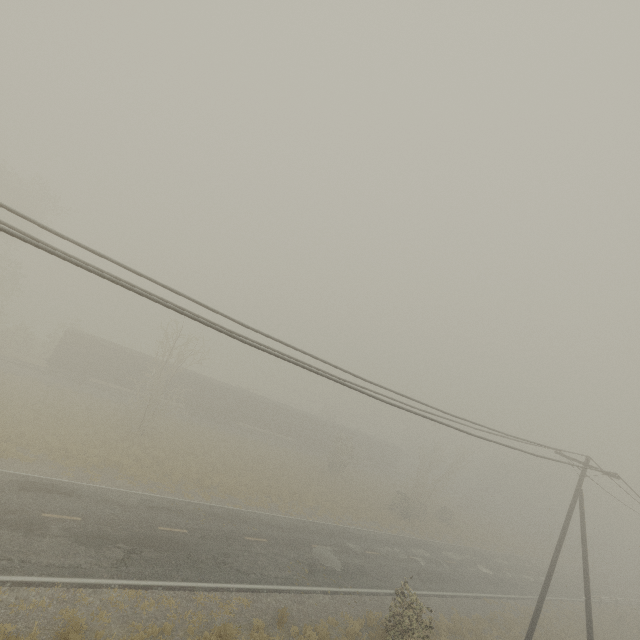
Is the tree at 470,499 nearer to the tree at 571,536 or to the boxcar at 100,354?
the boxcar at 100,354

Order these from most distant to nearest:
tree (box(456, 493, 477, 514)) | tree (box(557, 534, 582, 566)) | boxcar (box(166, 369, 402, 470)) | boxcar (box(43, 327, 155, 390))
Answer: tree (box(456, 493, 477, 514)) → tree (box(557, 534, 582, 566)) → boxcar (box(166, 369, 402, 470)) → boxcar (box(43, 327, 155, 390))

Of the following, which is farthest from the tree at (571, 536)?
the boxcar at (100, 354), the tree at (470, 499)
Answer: the boxcar at (100, 354)

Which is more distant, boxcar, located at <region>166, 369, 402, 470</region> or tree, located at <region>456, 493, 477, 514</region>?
tree, located at <region>456, 493, 477, 514</region>

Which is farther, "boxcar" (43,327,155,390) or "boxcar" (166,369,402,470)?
"boxcar" (166,369,402,470)

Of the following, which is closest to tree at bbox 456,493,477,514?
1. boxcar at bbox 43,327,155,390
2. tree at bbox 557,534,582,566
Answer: boxcar at bbox 43,327,155,390

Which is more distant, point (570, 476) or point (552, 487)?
point (552, 487)

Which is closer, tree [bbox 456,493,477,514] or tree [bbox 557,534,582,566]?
tree [bbox 557,534,582,566]
